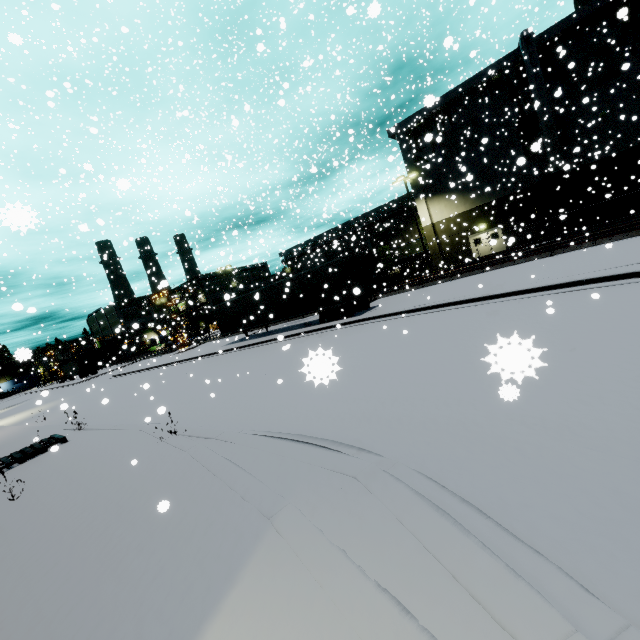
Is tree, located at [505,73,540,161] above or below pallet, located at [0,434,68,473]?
above

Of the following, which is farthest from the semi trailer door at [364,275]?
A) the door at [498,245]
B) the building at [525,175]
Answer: the door at [498,245]

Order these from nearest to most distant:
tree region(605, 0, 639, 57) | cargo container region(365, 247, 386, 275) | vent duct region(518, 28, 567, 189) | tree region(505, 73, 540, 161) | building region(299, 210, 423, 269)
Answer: tree region(605, 0, 639, 57) < vent duct region(518, 28, 567, 189) < tree region(505, 73, 540, 161) < cargo container region(365, 247, 386, 275) < building region(299, 210, 423, 269)

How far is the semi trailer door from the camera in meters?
19.0

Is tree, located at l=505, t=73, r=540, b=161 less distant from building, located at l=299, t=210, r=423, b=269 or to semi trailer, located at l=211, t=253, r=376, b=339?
building, located at l=299, t=210, r=423, b=269

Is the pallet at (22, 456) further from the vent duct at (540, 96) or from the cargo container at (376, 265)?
the cargo container at (376, 265)

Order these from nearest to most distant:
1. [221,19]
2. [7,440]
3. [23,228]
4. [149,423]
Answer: [23,228]
[149,423]
[7,440]
[221,19]

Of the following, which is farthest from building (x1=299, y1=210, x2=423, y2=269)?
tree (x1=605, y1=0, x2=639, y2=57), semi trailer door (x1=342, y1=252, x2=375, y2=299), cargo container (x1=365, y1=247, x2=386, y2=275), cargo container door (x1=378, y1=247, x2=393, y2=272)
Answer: semi trailer door (x1=342, y1=252, x2=375, y2=299)
